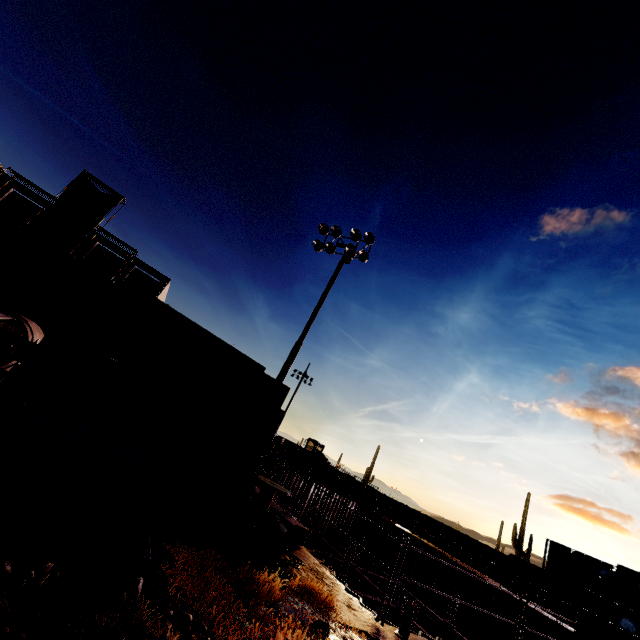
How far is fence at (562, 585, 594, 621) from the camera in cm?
2179

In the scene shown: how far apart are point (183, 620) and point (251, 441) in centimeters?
302cm

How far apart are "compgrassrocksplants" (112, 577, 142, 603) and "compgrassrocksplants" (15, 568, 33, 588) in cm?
83

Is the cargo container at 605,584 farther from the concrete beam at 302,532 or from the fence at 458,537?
the concrete beam at 302,532

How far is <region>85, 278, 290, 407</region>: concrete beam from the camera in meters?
5.7 m

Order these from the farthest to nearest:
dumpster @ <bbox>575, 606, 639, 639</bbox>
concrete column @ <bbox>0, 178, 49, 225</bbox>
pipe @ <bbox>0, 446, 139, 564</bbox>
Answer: concrete column @ <bbox>0, 178, 49, 225</bbox>, dumpster @ <bbox>575, 606, 639, 639</bbox>, pipe @ <bbox>0, 446, 139, 564</bbox>

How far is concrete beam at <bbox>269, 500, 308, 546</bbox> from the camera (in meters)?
7.61

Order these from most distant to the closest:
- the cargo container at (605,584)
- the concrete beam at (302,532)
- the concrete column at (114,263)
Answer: the concrete column at (114,263), the cargo container at (605,584), the concrete beam at (302,532)
